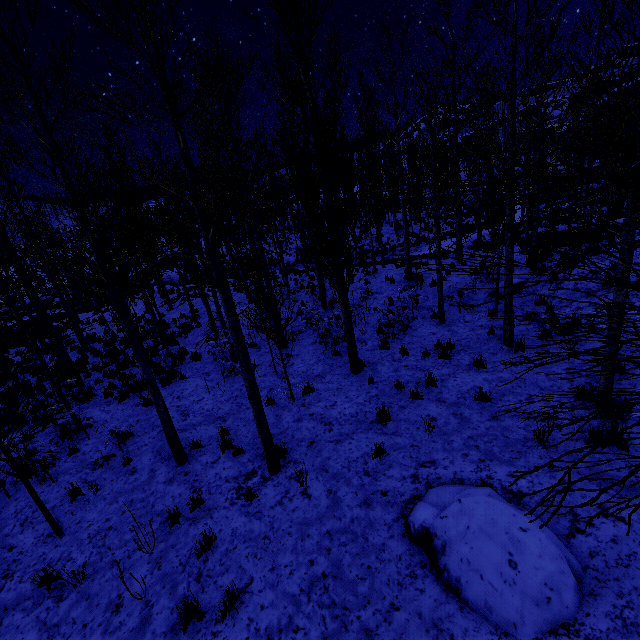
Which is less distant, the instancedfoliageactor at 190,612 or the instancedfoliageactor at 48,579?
the instancedfoliageactor at 190,612

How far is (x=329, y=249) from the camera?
7.8 meters

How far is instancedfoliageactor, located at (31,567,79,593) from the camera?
4.8m

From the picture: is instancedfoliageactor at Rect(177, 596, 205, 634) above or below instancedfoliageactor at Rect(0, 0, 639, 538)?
below

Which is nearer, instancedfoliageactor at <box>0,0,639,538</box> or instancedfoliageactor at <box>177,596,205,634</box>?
instancedfoliageactor at <box>0,0,639,538</box>

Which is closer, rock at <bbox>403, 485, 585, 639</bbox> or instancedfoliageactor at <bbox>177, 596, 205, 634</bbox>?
rock at <bbox>403, 485, 585, 639</bbox>

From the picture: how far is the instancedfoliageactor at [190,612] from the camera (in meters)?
4.03
